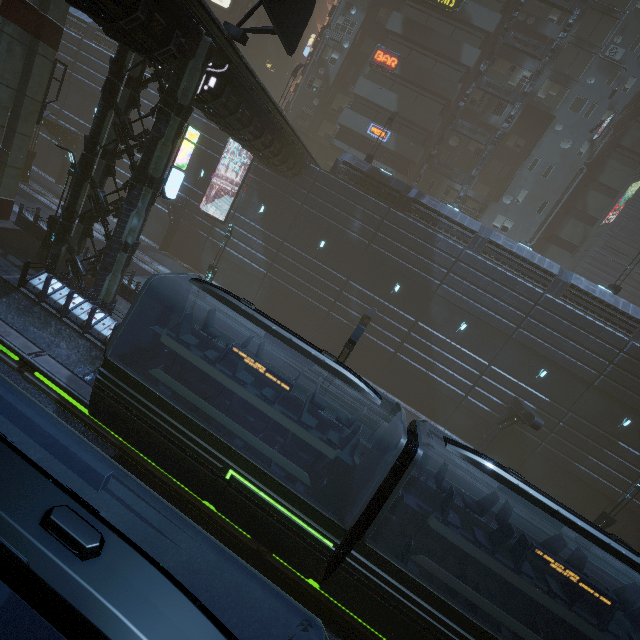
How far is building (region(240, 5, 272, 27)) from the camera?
36.9 meters

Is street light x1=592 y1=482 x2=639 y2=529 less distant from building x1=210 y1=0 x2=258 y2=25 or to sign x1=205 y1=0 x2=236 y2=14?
building x1=210 y1=0 x2=258 y2=25

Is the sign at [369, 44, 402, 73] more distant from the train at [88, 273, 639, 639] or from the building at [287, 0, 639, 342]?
the train at [88, 273, 639, 639]

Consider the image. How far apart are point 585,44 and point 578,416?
33.2 meters

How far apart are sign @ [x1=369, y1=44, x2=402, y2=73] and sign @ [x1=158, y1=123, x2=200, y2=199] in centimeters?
2553cm

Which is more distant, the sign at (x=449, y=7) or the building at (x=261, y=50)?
the building at (x=261, y=50)

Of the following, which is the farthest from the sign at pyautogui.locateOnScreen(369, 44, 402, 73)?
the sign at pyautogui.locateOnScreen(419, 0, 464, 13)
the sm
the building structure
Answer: the sm

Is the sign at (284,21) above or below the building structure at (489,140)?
below
